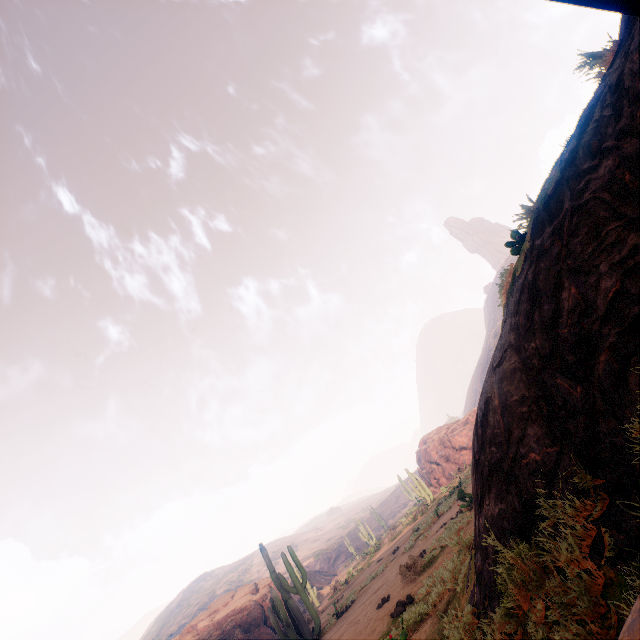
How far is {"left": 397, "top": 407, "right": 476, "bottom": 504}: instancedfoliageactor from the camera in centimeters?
2559cm

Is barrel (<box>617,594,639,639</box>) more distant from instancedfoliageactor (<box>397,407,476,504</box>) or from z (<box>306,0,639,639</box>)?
instancedfoliageactor (<box>397,407,476,504</box>)

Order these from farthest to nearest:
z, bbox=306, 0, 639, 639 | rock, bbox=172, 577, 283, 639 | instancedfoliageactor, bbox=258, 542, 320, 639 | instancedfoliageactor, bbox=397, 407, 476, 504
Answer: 1. instancedfoliageactor, bbox=397, 407, 476, 504
2. rock, bbox=172, 577, 283, 639
3. instancedfoliageactor, bbox=258, 542, 320, 639
4. z, bbox=306, 0, 639, 639

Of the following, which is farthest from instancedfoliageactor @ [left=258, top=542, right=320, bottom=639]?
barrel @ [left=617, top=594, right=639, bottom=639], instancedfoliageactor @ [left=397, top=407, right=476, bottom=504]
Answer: instancedfoliageactor @ [left=397, top=407, right=476, bottom=504]

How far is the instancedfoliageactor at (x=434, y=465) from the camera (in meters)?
25.59

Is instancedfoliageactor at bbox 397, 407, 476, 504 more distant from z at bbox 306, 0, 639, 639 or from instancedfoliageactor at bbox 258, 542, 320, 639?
instancedfoliageactor at bbox 258, 542, 320, 639

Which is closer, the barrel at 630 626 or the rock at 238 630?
the barrel at 630 626

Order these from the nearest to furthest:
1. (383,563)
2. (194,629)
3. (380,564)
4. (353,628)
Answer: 1. (353,628)
2. (383,563)
3. (380,564)
4. (194,629)
